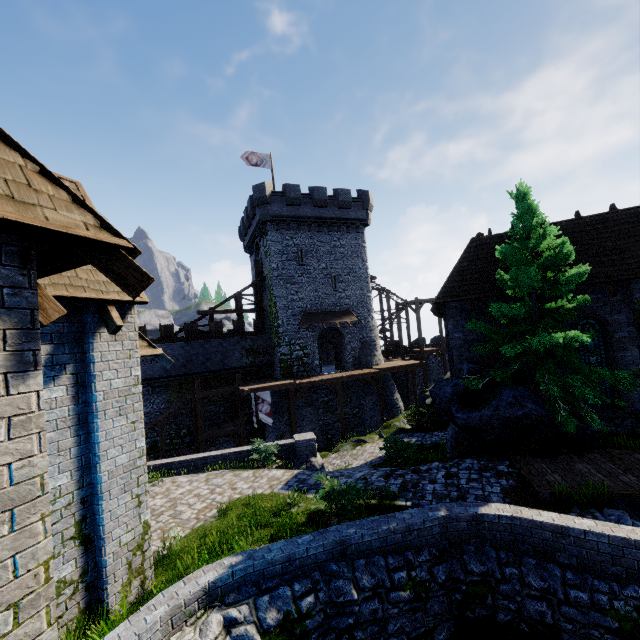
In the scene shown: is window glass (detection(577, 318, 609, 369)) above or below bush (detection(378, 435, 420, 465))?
above

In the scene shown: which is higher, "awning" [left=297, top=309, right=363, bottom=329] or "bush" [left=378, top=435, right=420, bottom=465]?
"awning" [left=297, top=309, right=363, bottom=329]

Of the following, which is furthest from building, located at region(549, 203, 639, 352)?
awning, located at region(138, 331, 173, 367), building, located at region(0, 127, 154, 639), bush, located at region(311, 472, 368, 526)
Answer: building, located at region(0, 127, 154, 639)

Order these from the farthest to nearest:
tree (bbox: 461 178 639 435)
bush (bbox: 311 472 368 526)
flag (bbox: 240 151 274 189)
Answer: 1. flag (bbox: 240 151 274 189)
2. tree (bbox: 461 178 639 435)
3. bush (bbox: 311 472 368 526)

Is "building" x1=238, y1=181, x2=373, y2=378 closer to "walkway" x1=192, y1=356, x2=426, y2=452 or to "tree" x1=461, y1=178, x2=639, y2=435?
"walkway" x1=192, y1=356, x2=426, y2=452

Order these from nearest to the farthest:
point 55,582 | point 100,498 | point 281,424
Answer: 1. point 55,582
2. point 100,498
3. point 281,424

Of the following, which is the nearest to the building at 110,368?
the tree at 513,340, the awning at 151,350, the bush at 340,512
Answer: the awning at 151,350

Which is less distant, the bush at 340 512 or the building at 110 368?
the building at 110 368
